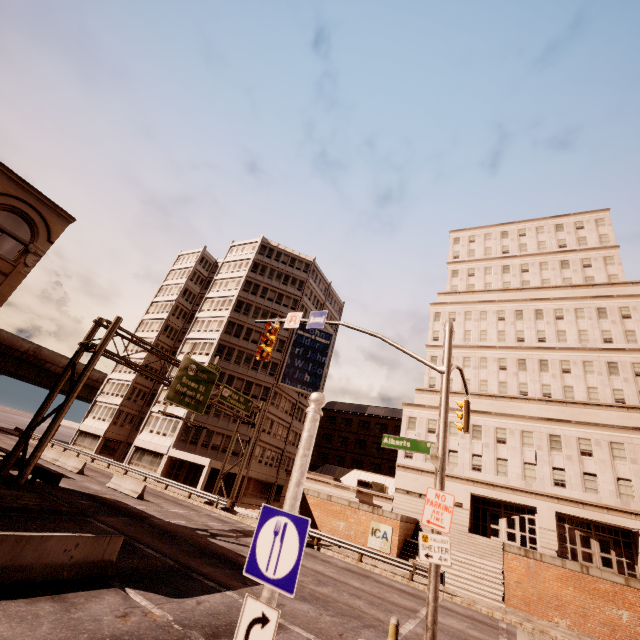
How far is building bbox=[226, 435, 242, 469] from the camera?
40.03m

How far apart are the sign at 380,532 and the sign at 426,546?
20.28m

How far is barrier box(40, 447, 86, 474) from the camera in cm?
2819

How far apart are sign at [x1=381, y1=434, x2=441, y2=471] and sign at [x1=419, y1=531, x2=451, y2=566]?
0.9m

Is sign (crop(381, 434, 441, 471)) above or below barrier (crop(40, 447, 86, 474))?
above

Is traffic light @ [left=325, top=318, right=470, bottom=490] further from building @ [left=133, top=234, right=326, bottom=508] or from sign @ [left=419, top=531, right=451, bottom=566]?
building @ [left=133, top=234, right=326, bottom=508]

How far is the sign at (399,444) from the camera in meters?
7.9

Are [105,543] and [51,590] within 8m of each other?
yes
